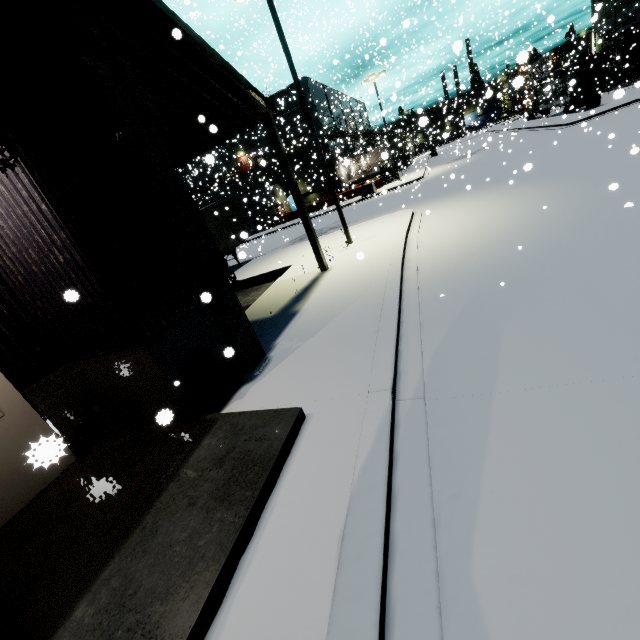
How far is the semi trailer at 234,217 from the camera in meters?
18.8 m

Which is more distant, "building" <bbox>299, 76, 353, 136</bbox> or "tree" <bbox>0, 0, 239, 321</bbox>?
"building" <bbox>299, 76, 353, 136</bbox>

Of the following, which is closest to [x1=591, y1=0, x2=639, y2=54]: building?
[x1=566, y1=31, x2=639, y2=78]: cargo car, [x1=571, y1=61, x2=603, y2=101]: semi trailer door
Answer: [x1=566, y1=31, x2=639, y2=78]: cargo car

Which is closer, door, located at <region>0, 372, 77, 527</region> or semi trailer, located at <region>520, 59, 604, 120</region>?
door, located at <region>0, 372, 77, 527</region>

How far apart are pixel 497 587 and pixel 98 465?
5.6m

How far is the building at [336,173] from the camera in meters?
30.2

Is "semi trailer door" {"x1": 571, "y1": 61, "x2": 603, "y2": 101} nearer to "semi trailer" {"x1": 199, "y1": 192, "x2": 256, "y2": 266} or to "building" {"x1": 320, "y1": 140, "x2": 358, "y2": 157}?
"semi trailer" {"x1": 199, "y1": 192, "x2": 256, "y2": 266}

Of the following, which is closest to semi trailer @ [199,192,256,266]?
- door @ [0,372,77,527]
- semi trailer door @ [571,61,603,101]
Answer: semi trailer door @ [571,61,603,101]
